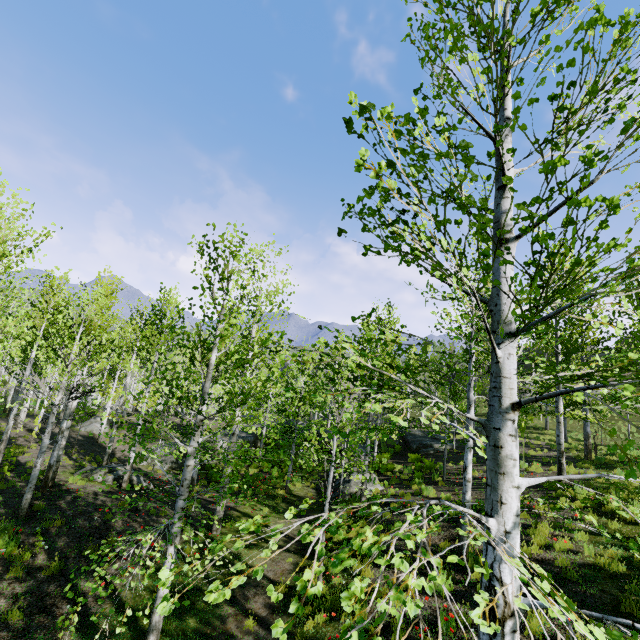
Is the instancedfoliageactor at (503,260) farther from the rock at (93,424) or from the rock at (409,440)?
the rock at (93,424)

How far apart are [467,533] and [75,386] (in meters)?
14.82

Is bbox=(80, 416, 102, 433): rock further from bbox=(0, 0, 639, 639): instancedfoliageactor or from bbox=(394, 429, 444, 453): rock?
bbox=(0, 0, 639, 639): instancedfoliageactor

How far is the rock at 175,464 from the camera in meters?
20.4

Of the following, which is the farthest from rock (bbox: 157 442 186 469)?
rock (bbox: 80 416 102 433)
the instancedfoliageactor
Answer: the instancedfoliageactor

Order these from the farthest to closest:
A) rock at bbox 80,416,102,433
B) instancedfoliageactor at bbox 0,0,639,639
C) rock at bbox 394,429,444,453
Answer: rock at bbox 80,416,102,433 → rock at bbox 394,429,444,453 → instancedfoliageactor at bbox 0,0,639,639

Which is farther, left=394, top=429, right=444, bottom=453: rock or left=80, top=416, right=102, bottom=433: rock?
left=80, top=416, right=102, bottom=433: rock
